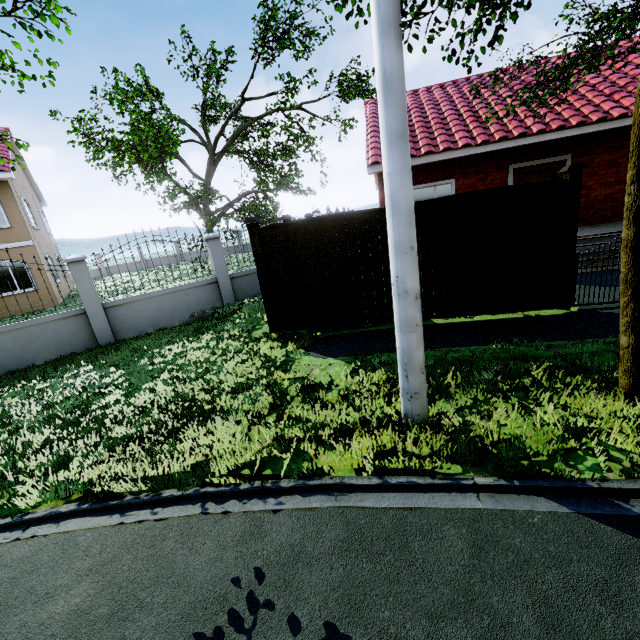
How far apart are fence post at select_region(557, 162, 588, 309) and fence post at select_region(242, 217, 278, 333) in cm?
564

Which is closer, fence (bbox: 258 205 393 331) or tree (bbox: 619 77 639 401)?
tree (bbox: 619 77 639 401)

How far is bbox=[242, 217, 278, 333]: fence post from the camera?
6.8 meters

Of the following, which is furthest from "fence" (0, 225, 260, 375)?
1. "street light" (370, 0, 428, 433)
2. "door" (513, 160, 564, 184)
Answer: "door" (513, 160, 564, 184)

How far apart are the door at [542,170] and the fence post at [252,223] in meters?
8.6 m

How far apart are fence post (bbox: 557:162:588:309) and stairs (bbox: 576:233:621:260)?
2.32m

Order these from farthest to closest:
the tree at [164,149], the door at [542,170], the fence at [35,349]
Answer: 1. the tree at [164,149]
2. the door at [542,170]
3. the fence at [35,349]

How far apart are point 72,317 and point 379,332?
8.17m
